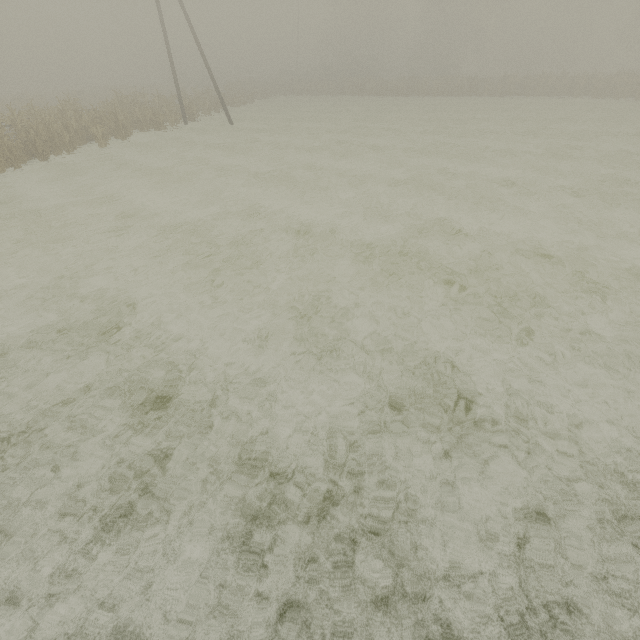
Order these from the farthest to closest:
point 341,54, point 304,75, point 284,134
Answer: point 304,75
point 341,54
point 284,134

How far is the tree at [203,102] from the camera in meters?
25.2 m

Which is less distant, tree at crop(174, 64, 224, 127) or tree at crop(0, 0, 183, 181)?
tree at crop(0, 0, 183, 181)

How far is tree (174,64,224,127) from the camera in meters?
25.2

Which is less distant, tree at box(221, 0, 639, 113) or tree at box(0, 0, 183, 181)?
tree at box(0, 0, 183, 181)

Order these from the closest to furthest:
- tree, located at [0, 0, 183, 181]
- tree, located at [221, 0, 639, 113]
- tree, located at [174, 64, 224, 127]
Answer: tree, located at [0, 0, 183, 181]
tree, located at [174, 64, 224, 127]
tree, located at [221, 0, 639, 113]

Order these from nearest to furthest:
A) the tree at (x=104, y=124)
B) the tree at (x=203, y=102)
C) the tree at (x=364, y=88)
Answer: the tree at (x=104, y=124)
the tree at (x=203, y=102)
the tree at (x=364, y=88)
